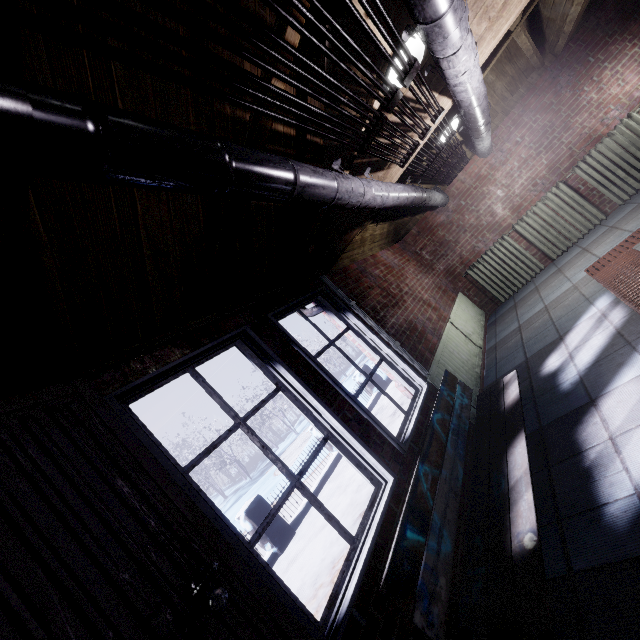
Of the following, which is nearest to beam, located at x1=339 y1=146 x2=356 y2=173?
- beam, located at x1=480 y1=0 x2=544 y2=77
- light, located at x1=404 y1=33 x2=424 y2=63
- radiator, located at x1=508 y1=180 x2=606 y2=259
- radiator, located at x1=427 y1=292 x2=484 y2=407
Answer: light, located at x1=404 y1=33 x2=424 y2=63

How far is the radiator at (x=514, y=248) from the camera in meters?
5.0 m

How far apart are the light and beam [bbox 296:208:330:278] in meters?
0.1

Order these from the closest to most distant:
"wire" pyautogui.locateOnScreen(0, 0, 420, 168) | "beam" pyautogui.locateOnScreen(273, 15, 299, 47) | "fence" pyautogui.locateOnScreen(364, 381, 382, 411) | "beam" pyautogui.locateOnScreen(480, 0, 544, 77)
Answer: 1. "wire" pyautogui.locateOnScreen(0, 0, 420, 168)
2. "beam" pyautogui.locateOnScreen(273, 15, 299, 47)
3. "beam" pyautogui.locateOnScreen(480, 0, 544, 77)
4. "fence" pyautogui.locateOnScreen(364, 381, 382, 411)

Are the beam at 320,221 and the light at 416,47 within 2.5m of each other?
yes

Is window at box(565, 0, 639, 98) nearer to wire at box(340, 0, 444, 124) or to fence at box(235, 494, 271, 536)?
wire at box(340, 0, 444, 124)

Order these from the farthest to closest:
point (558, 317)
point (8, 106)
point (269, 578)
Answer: point (558, 317)
point (269, 578)
point (8, 106)

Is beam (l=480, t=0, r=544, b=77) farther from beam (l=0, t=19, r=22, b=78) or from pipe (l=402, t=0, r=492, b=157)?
beam (l=0, t=19, r=22, b=78)
